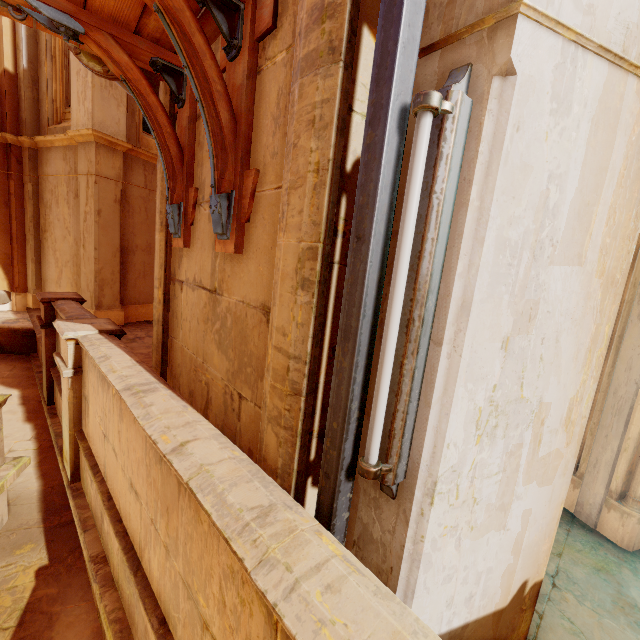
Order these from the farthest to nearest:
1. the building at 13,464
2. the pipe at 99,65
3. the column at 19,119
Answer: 1. the column at 19,119
2. the building at 13,464
3. the pipe at 99,65

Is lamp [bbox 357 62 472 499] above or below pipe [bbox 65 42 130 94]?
below

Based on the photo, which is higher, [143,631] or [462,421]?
[462,421]

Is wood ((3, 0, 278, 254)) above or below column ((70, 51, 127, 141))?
below

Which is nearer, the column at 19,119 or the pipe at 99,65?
the pipe at 99,65

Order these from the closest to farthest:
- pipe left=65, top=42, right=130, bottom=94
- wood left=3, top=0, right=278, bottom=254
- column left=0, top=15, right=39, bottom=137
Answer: wood left=3, top=0, right=278, bottom=254 < pipe left=65, top=42, right=130, bottom=94 < column left=0, top=15, right=39, bottom=137

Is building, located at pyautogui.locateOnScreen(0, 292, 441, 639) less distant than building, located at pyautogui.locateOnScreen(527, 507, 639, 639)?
Yes

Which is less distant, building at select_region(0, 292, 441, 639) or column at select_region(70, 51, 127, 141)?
building at select_region(0, 292, 441, 639)
